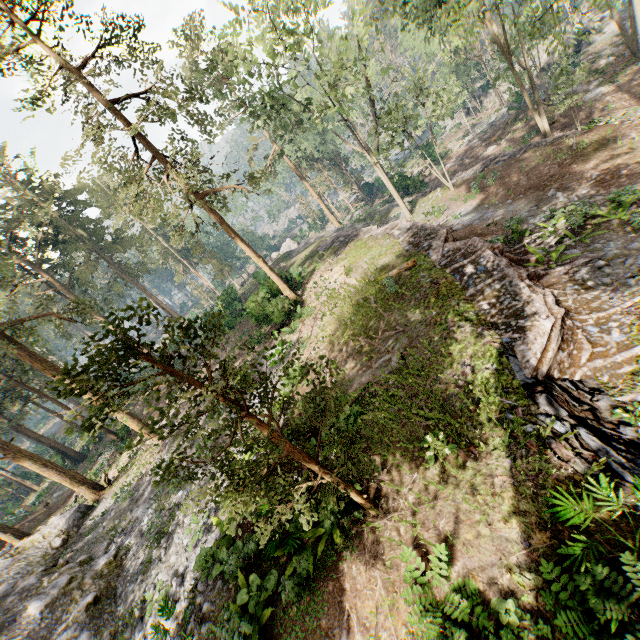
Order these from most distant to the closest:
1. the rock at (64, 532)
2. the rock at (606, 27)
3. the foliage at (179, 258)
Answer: the rock at (606, 27) → the rock at (64, 532) → the foliage at (179, 258)

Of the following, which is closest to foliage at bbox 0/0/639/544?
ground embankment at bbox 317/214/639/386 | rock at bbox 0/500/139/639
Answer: rock at bbox 0/500/139/639

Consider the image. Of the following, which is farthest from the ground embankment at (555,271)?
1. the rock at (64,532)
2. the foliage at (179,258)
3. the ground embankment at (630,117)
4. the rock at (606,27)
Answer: the rock at (606,27)

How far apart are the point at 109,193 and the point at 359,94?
41.4m

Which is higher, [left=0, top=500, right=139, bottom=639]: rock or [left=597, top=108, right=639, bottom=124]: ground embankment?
[left=0, top=500, right=139, bottom=639]: rock

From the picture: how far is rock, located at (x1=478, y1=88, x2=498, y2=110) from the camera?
43.22m

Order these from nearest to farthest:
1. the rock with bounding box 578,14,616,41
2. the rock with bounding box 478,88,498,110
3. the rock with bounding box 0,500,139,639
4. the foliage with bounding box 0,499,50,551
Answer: the rock with bounding box 0,500,139,639 < the foliage with bounding box 0,499,50,551 < the rock with bounding box 578,14,616,41 < the rock with bounding box 478,88,498,110
